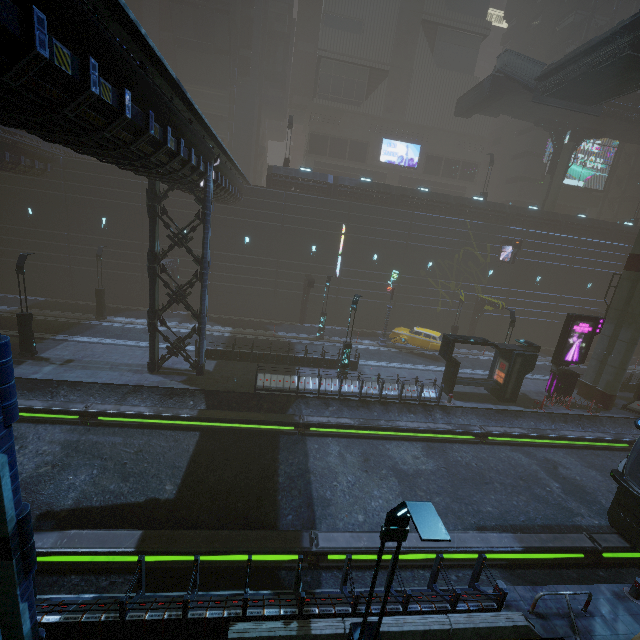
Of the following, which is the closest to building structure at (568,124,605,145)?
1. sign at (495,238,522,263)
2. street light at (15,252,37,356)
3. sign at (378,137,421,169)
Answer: sign at (378,137,421,169)

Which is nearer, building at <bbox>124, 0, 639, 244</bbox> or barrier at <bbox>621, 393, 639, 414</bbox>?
barrier at <bbox>621, 393, 639, 414</bbox>

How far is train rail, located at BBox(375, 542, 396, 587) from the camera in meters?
9.4 m

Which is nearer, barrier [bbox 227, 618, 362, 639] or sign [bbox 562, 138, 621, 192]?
barrier [bbox 227, 618, 362, 639]

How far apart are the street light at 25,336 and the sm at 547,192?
44.3 meters

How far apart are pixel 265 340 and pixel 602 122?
39.5m

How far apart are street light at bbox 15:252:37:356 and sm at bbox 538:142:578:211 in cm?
4429

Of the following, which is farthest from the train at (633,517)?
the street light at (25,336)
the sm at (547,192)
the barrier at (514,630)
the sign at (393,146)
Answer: the street light at (25,336)
